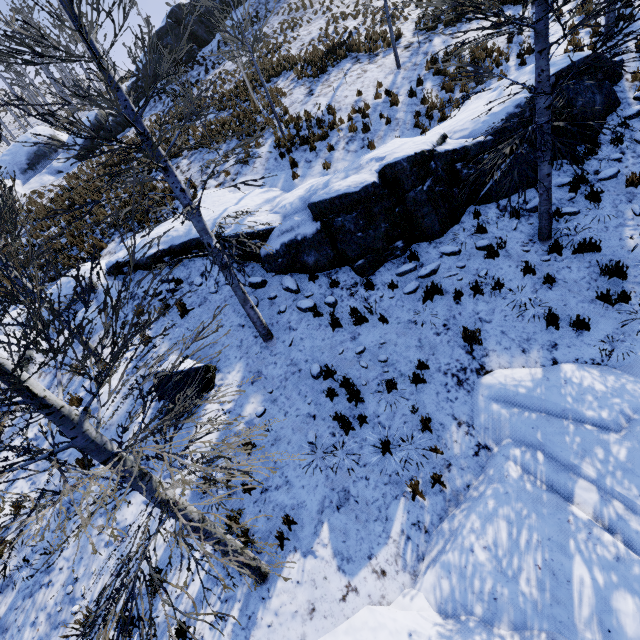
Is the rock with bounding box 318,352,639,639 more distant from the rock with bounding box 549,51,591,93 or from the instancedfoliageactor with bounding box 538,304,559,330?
the rock with bounding box 549,51,591,93

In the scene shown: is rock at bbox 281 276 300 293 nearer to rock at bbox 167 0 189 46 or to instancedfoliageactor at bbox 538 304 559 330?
instancedfoliageactor at bbox 538 304 559 330

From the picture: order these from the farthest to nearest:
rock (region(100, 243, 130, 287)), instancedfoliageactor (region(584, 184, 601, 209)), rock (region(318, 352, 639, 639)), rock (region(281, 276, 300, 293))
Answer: rock (region(100, 243, 130, 287)) → rock (region(281, 276, 300, 293)) → instancedfoliageactor (region(584, 184, 601, 209)) → rock (region(318, 352, 639, 639))

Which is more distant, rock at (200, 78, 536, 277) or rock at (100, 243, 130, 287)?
rock at (100, 243, 130, 287)

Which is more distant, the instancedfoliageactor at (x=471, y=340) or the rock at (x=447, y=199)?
the rock at (x=447, y=199)

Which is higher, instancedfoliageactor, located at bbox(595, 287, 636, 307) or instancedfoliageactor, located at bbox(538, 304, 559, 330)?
instancedfoliageactor, located at bbox(538, 304, 559, 330)

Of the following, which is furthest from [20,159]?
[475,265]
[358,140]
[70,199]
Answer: [475,265]

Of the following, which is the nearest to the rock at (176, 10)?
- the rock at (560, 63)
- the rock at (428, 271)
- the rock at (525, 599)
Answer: the rock at (560, 63)
